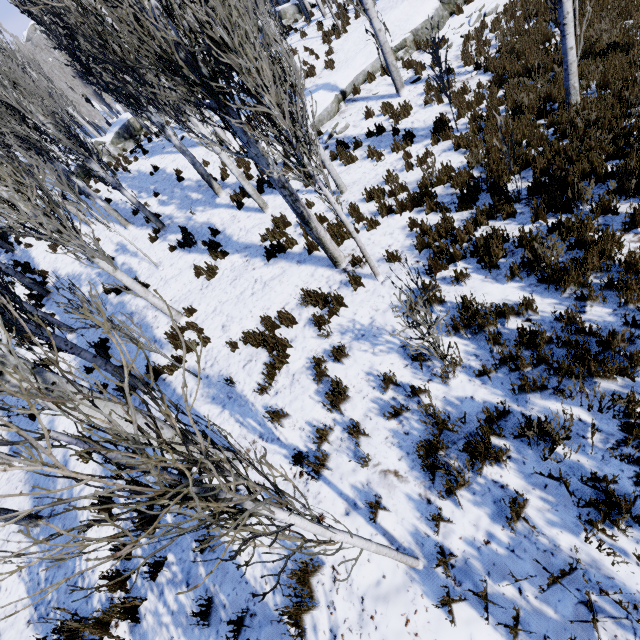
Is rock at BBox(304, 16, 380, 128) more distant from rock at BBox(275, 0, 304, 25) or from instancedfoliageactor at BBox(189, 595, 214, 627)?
rock at BBox(275, 0, 304, 25)

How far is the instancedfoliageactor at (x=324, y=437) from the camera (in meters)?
4.13

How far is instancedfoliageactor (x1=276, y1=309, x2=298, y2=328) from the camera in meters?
6.0 m

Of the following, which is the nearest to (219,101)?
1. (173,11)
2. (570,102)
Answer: (173,11)

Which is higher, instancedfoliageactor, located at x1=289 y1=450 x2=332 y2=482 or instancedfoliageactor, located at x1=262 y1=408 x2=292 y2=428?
instancedfoliageactor, located at x1=262 y1=408 x2=292 y2=428

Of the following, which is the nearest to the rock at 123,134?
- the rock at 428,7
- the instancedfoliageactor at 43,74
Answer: the instancedfoliageactor at 43,74

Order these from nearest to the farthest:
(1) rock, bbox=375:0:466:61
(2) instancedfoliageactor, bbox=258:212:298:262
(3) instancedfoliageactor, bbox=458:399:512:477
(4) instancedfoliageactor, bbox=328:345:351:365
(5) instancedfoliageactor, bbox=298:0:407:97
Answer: (3) instancedfoliageactor, bbox=458:399:512:477
(4) instancedfoliageactor, bbox=328:345:351:365
(2) instancedfoliageactor, bbox=258:212:298:262
(5) instancedfoliageactor, bbox=298:0:407:97
(1) rock, bbox=375:0:466:61
